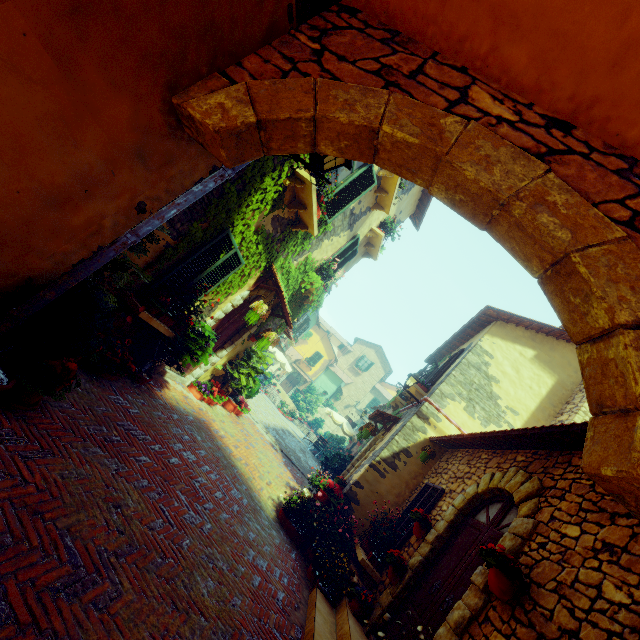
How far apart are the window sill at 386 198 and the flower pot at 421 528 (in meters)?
7.32

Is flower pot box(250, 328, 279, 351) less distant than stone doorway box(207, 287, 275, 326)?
No

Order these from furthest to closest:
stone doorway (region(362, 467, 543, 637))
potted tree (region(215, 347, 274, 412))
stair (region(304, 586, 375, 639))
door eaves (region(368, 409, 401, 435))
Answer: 1. door eaves (region(368, 409, 401, 435))
2. potted tree (region(215, 347, 274, 412))
3. stair (region(304, 586, 375, 639))
4. stone doorway (region(362, 467, 543, 637))

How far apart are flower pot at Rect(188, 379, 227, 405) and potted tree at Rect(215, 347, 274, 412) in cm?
4

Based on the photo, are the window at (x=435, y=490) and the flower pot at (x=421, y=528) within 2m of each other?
yes

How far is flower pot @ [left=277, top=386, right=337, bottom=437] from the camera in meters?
25.2 m

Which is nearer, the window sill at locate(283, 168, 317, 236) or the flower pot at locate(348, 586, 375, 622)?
the flower pot at locate(348, 586, 375, 622)

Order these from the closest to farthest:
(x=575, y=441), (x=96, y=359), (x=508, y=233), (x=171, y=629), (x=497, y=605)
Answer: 1. (x=508, y=233)
2. (x=171, y=629)
3. (x=497, y=605)
4. (x=575, y=441)
5. (x=96, y=359)
